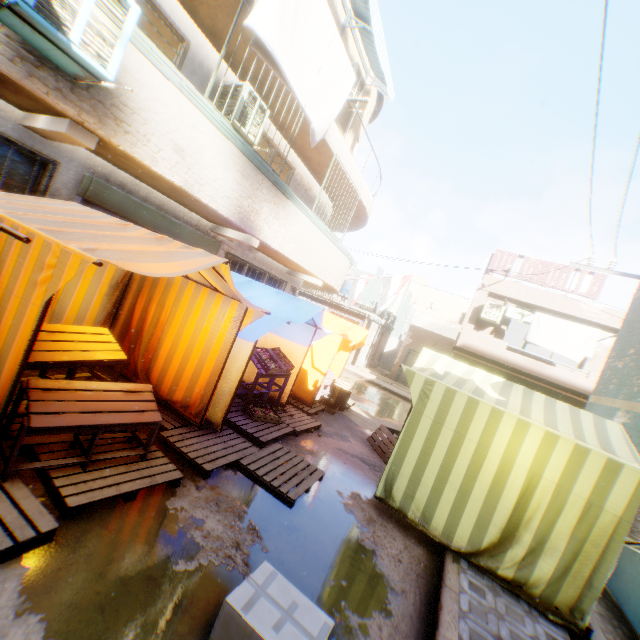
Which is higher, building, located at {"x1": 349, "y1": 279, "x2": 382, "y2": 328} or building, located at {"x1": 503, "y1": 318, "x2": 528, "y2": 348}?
building, located at {"x1": 349, "y1": 279, "x2": 382, "y2": 328}

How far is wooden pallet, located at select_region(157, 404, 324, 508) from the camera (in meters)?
4.37

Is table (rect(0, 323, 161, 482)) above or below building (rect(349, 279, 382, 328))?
below

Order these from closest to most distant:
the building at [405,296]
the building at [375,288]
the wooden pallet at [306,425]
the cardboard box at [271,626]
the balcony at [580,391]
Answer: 1. the cardboard box at [271,626]
2. the wooden pallet at [306,425]
3. the building at [405,296]
4. the balcony at [580,391]
5. the building at [375,288]

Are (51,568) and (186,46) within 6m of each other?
no

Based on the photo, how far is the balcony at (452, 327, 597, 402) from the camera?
12.63m

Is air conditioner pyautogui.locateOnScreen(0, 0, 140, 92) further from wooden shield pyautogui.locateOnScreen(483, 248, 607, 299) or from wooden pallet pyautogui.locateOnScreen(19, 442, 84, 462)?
wooden pallet pyautogui.locateOnScreen(19, 442, 84, 462)

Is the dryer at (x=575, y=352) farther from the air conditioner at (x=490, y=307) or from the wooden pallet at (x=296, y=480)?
the wooden pallet at (x=296, y=480)
